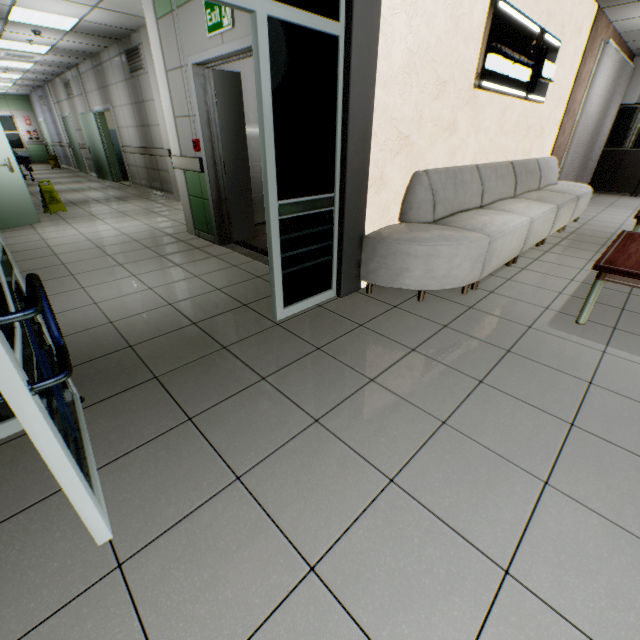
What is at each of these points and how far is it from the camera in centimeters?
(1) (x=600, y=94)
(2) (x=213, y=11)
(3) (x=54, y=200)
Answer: (1) blinds, 685cm
(2) exit sign, 308cm
(3) sign, 652cm

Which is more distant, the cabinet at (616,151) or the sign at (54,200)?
the cabinet at (616,151)

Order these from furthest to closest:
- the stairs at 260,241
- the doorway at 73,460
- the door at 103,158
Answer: the door at 103,158, the stairs at 260,241, the doorway at 73,460

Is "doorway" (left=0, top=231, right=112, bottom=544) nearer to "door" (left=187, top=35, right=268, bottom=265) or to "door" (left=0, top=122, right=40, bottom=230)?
"door" (left=187, top=35, right=268, bottom=265)

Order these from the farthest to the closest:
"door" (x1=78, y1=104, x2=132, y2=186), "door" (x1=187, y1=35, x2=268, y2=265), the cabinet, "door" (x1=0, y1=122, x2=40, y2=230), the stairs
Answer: "door" (x1=78, y1=104, x2=132, y2=186) < the cabinet < "door" (x1=0, y1=122, x2=40, y2=230) < the stairs < "door" (x1=187, y1=35, x2=268, y2=265)

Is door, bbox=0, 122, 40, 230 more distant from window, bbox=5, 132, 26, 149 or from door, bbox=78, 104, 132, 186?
window, bbox=5, 132, 26, 149

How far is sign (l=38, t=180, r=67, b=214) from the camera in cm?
636

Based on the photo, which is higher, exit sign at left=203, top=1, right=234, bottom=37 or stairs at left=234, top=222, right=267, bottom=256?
exit sign at left=203, top=1, right=234, bottom=37
